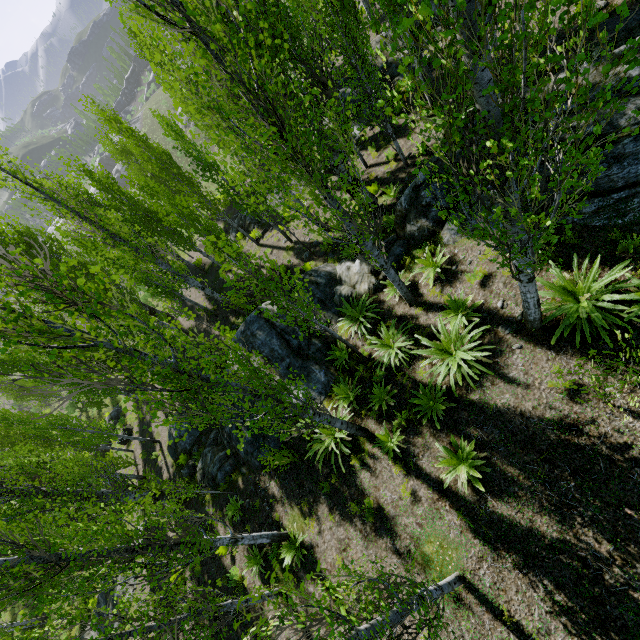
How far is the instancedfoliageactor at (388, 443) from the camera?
7.9m

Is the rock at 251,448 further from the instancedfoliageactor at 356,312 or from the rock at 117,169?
the rock at 117,169

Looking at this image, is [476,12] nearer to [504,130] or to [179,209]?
[504,130]

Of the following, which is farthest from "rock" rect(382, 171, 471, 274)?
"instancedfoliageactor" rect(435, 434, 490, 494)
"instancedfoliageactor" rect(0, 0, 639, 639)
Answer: "instancedfoliageactor" rect(435, 434, 490, 494)

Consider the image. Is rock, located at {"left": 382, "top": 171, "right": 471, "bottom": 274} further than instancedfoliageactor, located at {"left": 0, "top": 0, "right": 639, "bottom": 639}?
Yes

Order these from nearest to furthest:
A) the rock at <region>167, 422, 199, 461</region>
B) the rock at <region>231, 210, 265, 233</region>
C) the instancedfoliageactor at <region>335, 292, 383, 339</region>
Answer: Answer:
the instancedfoliageactor at <region>335, 292, 383, 339</region>
the rock at <region>167, 422, 199, 461</region>
the rock at <region>231, 210, 265, 233</region>

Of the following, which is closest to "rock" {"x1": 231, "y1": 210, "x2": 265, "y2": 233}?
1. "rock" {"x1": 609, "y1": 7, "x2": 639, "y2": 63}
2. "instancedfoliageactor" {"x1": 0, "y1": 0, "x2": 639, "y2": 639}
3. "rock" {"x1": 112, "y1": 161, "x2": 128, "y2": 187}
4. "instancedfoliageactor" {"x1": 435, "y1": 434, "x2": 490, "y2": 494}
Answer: "instancedfoliageactor" {"x1": 0, "y1": 0, "x2": 639, "y2": 639}

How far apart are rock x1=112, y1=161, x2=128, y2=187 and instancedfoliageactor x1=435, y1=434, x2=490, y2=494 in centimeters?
6880cm
